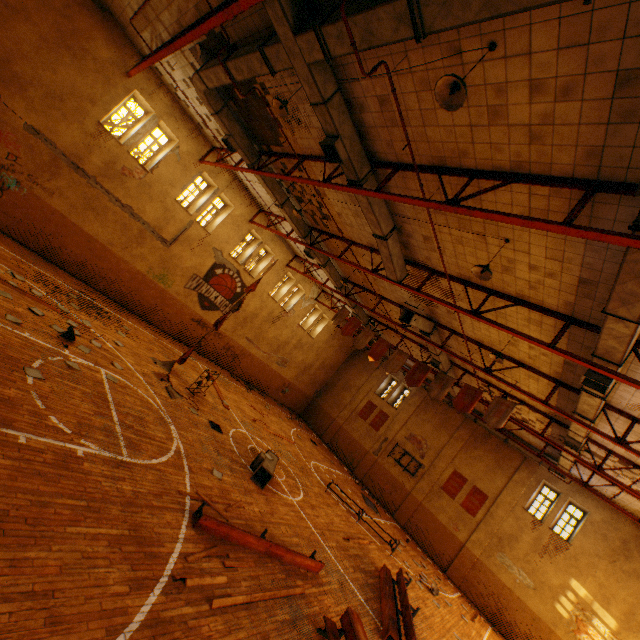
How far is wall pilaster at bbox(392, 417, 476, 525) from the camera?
21.17m

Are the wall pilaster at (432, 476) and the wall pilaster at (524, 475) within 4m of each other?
yes

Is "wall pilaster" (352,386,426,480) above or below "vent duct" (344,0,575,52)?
below

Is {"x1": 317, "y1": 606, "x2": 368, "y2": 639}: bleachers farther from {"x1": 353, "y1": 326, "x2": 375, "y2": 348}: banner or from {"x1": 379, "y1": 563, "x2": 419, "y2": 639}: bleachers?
{"x1": 353, "y1": 326, "x2": 375, "y2": 348}: banner

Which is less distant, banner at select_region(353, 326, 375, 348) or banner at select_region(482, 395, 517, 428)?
banner at select_region(482, 395, 517, 428)

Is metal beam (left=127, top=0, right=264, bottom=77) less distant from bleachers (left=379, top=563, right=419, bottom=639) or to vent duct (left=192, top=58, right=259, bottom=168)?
vent duct (left=192, top=58, right=259, bottom=168)

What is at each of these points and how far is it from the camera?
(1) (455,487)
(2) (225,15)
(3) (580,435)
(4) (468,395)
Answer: (1) banner, 20.69m
(2) metal beam, 6.27m
(3) vent duct, 11.30m
(4) banner, 11.87m

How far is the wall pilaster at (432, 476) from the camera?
21.2 meters
